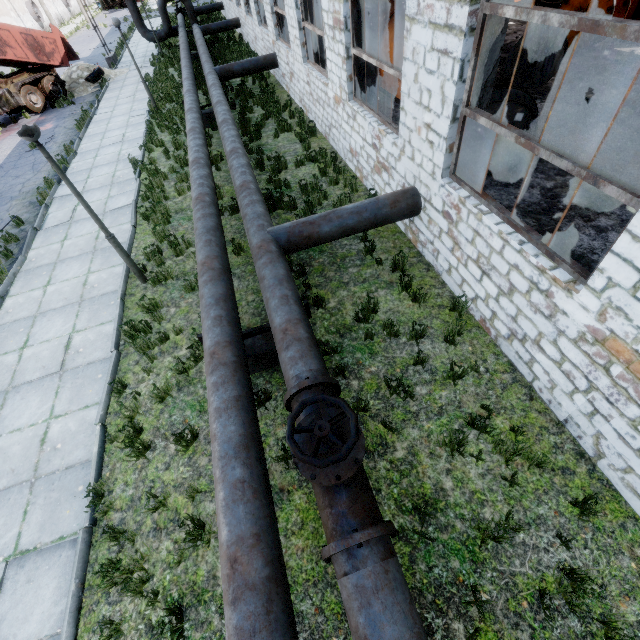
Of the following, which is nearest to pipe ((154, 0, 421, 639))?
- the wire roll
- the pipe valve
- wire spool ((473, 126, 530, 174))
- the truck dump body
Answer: the pipe valve

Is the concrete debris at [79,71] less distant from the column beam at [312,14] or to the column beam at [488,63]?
the column beam at [312,14]

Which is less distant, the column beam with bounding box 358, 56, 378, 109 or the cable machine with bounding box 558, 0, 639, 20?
the column beam with bounding box 358, 56, 378, 109

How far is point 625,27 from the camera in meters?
2.6

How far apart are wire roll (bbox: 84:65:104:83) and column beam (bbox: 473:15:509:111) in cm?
2486

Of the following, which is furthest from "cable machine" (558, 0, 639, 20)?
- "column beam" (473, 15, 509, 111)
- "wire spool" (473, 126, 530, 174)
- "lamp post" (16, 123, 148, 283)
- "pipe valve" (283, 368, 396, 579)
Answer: "lamp post" (16, 123, 148, 283)

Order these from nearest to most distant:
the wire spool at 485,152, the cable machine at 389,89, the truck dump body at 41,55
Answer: the wire spool at 485,152
the cable machine at 389,89
the truck dump body at 41,55

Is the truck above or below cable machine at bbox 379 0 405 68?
below
